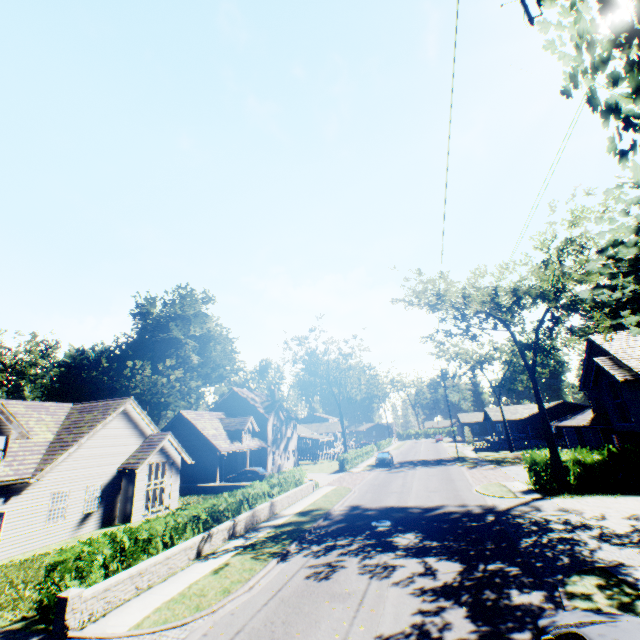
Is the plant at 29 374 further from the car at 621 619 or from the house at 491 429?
the car at 621 619

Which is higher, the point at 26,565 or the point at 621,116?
the point at 621,116

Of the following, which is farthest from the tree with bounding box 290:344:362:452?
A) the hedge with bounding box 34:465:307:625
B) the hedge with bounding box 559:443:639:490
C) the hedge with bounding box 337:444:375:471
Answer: the hedge with bounding box 34:465:307:625

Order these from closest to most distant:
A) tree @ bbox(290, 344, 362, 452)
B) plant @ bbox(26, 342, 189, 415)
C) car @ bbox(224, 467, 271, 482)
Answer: car @ bbox(224, 467, 271, 482) → plant @ bbox(26, 342, 189, 415) → tree @ bbox(290, 344, 362, 452)

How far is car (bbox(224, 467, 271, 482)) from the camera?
31.7m

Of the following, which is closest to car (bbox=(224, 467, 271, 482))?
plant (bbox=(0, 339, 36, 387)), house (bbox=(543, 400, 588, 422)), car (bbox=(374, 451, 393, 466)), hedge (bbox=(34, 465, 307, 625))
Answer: car (bbox=(374, 451, 393, 466))

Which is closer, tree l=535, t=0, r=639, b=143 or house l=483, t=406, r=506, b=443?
tree l=535, t=0, r=639, b=143

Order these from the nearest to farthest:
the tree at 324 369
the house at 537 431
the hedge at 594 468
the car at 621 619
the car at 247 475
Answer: the car at 621 619 → the hedge at 594 468 → the car at 247 475 → the house at 537 431 → the tree at 324 369
